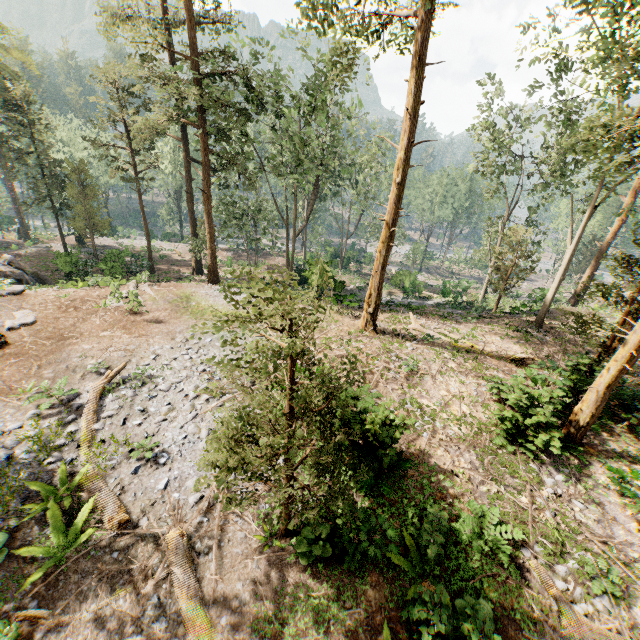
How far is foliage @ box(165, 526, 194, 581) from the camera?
6.96m

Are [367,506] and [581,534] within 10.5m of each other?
yes

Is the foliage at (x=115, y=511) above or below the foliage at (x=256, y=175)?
Answer: below

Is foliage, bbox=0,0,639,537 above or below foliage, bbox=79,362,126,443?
above

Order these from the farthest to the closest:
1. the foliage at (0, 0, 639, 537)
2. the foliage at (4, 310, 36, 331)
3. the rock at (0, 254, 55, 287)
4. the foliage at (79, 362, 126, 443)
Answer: the rock at (0, 254, 55, 287), the foliage at (4, 310, 36, 331), the foliage at (79, 362, 126, 443), the foliage at (0, 0, 639, 537)

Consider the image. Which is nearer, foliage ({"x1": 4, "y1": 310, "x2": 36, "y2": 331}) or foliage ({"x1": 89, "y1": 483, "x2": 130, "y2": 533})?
foliage ({"x1": 89, "y1": 483, "x2": 130, "y2": 533})

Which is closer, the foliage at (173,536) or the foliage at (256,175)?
the foliage at (256,175)
